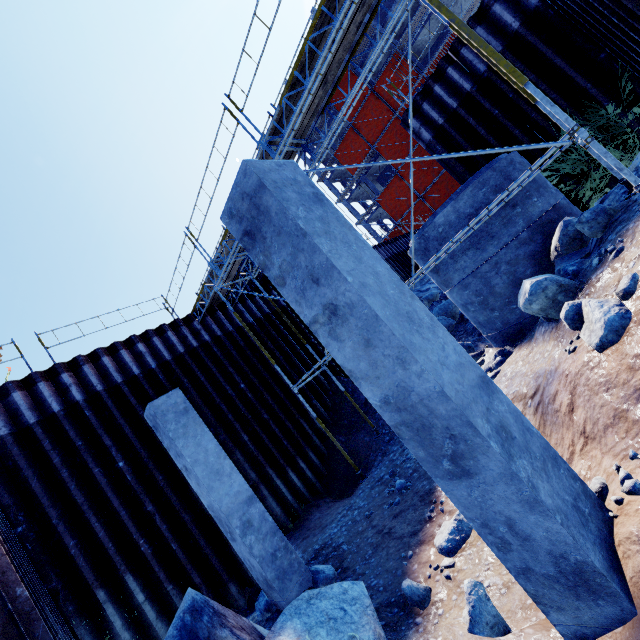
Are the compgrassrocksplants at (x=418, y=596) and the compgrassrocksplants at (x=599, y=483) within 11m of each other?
yes

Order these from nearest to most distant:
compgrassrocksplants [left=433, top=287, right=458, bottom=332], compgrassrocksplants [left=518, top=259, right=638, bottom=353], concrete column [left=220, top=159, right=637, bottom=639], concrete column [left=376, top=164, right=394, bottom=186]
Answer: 1. concrete column [left=220, top=159, right=637, bottom=639]
2. compgrassrocksplants [left=518, top=259, right=638, bottom=353]
3. compgrassrocksplants [left=433, top=287, right=458, bottom=332]
4. concrete column [left=376, top=164, right=394, bottom=186]

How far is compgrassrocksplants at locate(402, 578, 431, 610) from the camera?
3.70m

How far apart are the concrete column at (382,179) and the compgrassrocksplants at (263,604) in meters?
44.0

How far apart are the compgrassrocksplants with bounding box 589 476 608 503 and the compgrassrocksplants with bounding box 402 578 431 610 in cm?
202

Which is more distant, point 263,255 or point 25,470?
point 25,470

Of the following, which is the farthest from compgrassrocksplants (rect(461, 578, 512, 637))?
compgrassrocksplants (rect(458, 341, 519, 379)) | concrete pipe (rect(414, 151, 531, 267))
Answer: concrete pipe (rect(414, 151, 531, 267))

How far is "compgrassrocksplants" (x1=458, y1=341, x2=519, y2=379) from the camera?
7.0m
